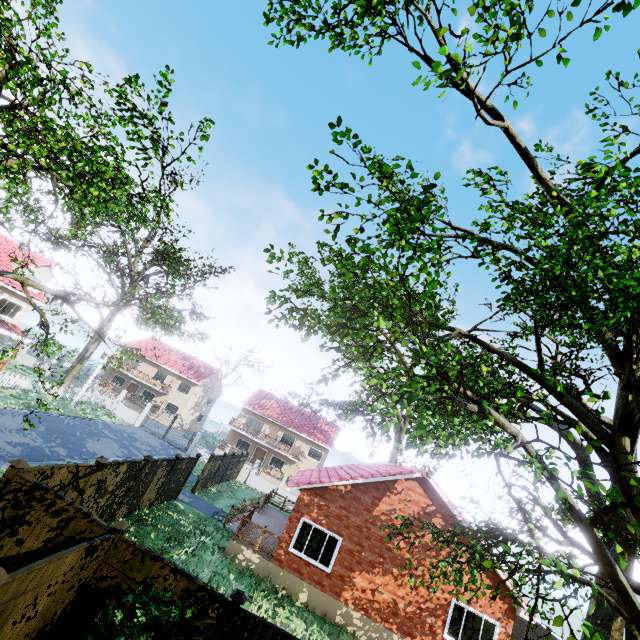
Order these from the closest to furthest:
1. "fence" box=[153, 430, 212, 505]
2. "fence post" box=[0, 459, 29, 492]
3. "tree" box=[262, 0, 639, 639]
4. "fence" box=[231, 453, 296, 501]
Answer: "tree" box=[262, 0, 639, 639], "fence post" box=[0, 459, 29, 492], "fence" box=[153, 430, 212, 505], "fence" box=[231, 453, 296, 501]

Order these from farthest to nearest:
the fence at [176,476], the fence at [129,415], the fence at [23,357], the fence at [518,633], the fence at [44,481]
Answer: the fence at [23,357] → the fence at [129,415] → the fence at [518,633] → the fence at [176,476] → the fence at [44,481]

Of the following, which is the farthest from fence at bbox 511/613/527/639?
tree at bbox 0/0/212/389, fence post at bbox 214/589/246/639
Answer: tree at bbox 0/0/212/389

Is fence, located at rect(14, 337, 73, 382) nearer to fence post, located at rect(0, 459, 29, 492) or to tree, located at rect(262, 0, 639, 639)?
fence post, located at rect(0, 459, 29, 492)

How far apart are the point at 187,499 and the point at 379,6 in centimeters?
2469cm

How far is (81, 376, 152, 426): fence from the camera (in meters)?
32.85

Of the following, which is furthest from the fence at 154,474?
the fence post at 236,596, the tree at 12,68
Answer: the tree at 12,68
